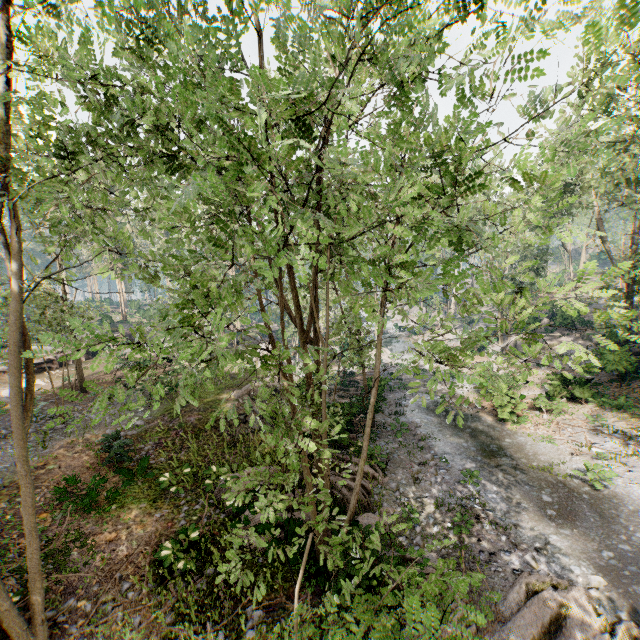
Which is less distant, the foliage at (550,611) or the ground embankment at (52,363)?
the foliage at (550,611)

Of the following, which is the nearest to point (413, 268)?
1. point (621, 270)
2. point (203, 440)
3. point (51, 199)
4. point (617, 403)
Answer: point (621, 270)

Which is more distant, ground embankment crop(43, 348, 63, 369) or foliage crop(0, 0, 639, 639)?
ground embankment crop(43, 348, 63, 369)

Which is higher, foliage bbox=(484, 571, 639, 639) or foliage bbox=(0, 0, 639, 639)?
foliage bbox=(0, 0, 639, 639)

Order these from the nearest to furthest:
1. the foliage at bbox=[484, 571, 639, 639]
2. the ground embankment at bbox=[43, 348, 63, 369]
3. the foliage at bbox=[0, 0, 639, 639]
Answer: the foliage at bbox=[0, 0, 639, 639] < the foliage at bbox=[484, 571, 639, 639] < the ground embankment at bbox=[43, 348, 63, 369]

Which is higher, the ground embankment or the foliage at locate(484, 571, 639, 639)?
the ground embankment

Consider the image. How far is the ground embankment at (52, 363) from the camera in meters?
27.1

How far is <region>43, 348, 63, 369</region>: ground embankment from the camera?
27.1m
